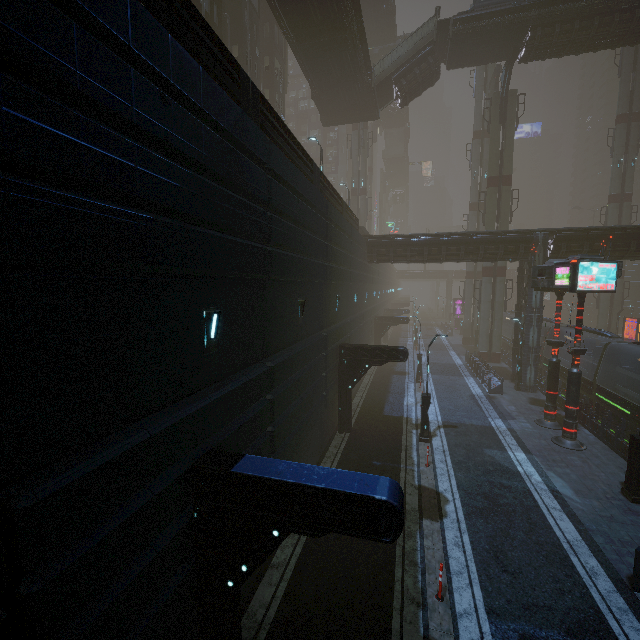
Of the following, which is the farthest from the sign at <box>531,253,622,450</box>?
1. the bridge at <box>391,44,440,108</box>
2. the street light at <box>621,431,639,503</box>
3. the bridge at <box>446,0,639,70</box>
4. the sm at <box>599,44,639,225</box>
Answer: the bridge at <box>446,0,639,70</box>

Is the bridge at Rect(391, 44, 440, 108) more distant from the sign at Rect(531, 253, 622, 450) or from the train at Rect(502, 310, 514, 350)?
the train at Rect(502, 310, 514, 350)

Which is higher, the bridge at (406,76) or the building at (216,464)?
the bridge at (406,76)

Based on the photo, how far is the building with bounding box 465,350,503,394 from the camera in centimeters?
2423cm

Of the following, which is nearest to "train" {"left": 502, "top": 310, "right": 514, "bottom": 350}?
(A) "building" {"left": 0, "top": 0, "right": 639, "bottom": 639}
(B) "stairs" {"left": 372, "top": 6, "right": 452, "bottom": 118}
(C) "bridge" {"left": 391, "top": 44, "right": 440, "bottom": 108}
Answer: (A) "building" {"left": 0, "top": 0, "right": 639, "bottom": 639}

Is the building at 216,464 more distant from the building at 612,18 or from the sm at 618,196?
the building at 612,18

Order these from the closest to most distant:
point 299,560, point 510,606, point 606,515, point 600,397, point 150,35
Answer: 1. point 150,35
2. point 510,606
3. point 299,560
4. point 606,515
5. point 600,397

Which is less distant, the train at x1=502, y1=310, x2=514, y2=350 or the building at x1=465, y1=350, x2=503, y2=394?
the building at x1=465, y1=350, x2=503, y2=394
